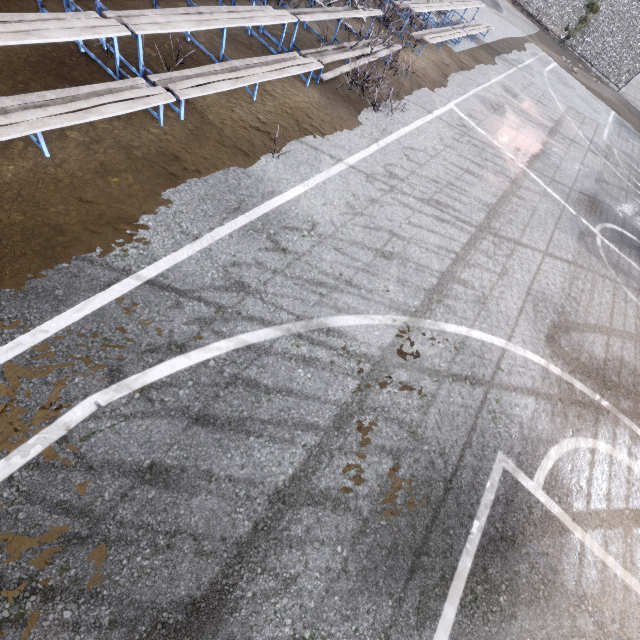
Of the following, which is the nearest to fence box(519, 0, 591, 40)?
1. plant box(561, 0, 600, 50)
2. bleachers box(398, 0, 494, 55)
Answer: plant box(561, 0, 600, 50)

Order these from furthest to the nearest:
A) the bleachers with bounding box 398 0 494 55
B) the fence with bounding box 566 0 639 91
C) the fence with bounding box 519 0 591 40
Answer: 1. the fence with bounding box 519 0 591 40
2. the fence with bounding box 566 0 639 91
3. the bleachers with bounding box 398 0 494 55

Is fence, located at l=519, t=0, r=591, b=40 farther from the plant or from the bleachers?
the bleachers

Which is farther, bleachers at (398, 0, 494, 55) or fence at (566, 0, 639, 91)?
fence at (566, 0, 639, 91)

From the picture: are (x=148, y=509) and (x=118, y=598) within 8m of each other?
yes

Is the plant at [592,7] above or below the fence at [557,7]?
above

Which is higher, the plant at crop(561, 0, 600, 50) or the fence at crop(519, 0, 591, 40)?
the plant at crop(561, 0, 600, 50)

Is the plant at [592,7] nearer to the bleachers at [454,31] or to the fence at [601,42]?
the fence at [601,42]
